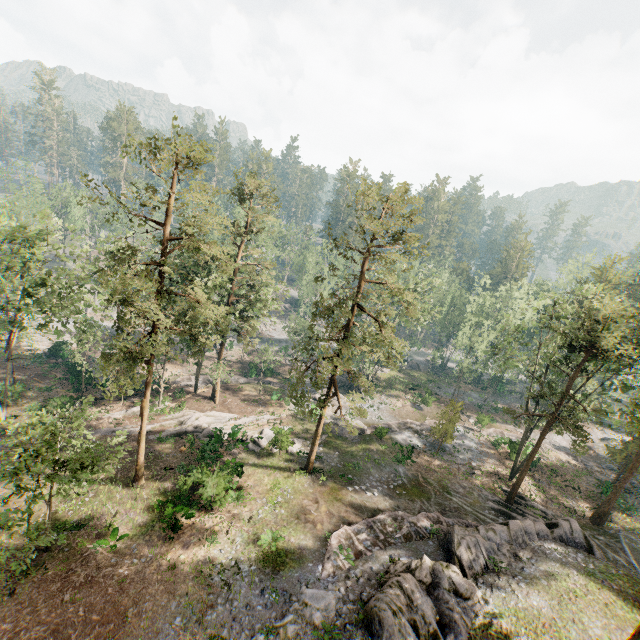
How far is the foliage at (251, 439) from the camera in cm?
3062

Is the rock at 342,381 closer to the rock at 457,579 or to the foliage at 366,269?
the foliage at 366,269

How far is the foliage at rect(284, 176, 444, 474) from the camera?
21.1 meters

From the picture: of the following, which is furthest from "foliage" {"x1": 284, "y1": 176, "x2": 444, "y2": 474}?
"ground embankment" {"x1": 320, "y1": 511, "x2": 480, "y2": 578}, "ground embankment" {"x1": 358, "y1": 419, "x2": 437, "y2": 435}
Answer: "ground embankment" {"x1": 320, "y1": 511, "x2": 480, "y2": 578}

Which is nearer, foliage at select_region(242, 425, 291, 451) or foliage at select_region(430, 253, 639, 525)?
foliage at select_region(430, 253, 639, 525)

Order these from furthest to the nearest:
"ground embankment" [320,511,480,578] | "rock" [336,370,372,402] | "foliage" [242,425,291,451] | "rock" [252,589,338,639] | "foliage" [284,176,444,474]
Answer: "rock" [336,370,372,402] < "foliage" [242,425,291,451] < "foliage" [284,176,444,474] < "ground embankment" [320,511,480,578] < "rock" [252,589,338,639]

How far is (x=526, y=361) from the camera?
32.00m
